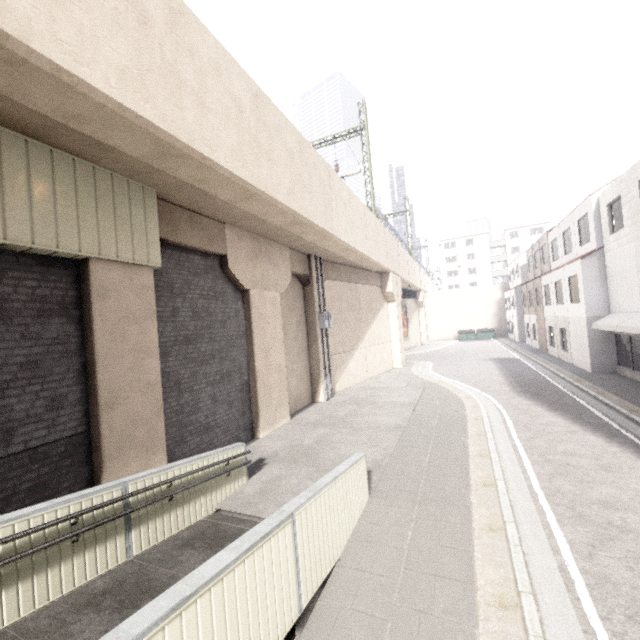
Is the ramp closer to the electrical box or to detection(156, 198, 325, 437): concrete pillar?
detection(156, 198, 325, 437): concrete pillar

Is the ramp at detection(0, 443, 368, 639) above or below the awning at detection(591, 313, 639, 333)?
below

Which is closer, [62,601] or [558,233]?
[62,601]

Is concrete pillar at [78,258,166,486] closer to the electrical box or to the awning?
the electrical box

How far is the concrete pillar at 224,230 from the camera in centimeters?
862cm

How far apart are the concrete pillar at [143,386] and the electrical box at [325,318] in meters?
8.8

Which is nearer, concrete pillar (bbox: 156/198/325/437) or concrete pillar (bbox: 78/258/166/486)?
concrete pillar (bbox: 78/258/166/486)

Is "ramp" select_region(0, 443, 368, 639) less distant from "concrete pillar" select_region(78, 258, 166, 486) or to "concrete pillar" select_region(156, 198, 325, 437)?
"concrete pillar" select_region(78, 258, 166, 486)
